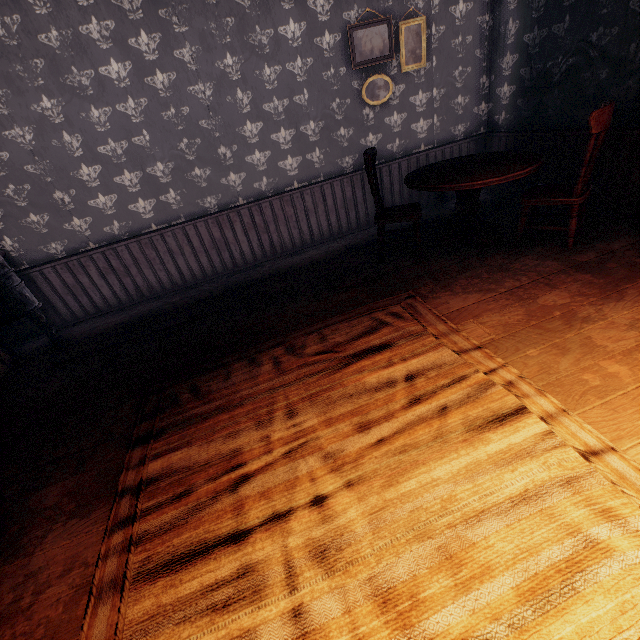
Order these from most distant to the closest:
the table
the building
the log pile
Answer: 1. the log pile
2. the table
3. the building

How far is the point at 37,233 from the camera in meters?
3.9 m

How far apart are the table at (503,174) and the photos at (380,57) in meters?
1.9

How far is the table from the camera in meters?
3.1

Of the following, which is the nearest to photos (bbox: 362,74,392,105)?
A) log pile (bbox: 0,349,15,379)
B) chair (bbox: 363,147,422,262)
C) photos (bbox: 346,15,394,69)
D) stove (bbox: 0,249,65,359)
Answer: photos (bbox: 346,15,394,69)

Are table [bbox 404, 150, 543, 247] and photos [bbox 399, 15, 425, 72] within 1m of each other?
no

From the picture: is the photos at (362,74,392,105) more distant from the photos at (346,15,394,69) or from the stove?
the stove

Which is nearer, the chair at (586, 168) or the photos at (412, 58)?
the chair at (586, 168)
